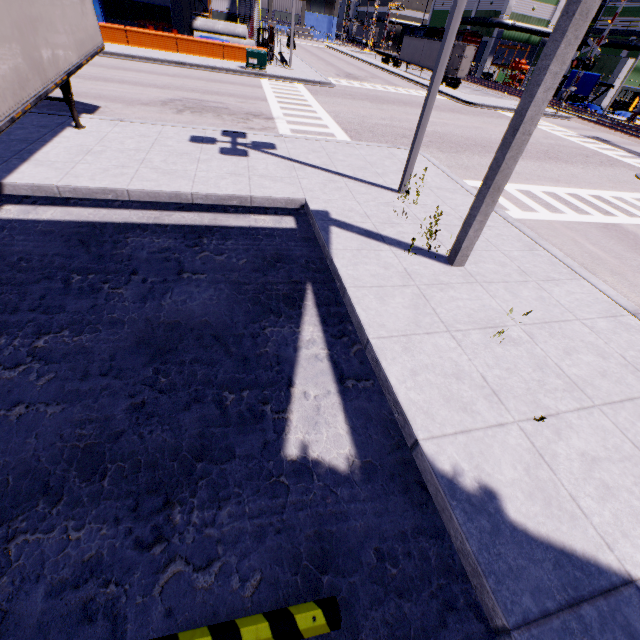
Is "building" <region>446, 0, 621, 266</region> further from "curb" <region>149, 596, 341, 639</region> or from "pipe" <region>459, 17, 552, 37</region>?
"curb" <region>149, 596, 341, 639</region>

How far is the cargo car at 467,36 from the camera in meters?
46.9

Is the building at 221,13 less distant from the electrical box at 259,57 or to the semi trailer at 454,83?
the semi trailer at 454,83

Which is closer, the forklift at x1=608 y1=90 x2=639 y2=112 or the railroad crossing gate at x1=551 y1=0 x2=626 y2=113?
the railroad crossing gate at x1=551 y1=0 x2=626 y2=113

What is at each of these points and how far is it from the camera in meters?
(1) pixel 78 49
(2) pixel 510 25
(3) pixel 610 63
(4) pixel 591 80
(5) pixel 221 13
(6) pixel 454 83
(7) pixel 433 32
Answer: (1) semi trailer, 8.5 m
(2) pipe, 45.9 m
(3) building, 40.2 m
(4) tarp, 34.6 m
(5) building, 45.6 m
(6) semi trailer, 36.2 m
(7) cargo car, 54.2 m

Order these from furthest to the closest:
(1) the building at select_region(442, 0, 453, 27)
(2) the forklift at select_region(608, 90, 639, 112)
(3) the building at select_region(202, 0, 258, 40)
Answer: (1) the building at select_region(442, 0, 453, 27) < (3) the building at select_region(202, 0, 258, 40) < (2) the forklift at select_region(608, 90, 639, 112)

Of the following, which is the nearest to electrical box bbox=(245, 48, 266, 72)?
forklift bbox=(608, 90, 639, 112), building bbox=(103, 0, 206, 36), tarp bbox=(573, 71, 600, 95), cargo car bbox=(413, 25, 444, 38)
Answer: building bbox=(103, 0, 206, 36)

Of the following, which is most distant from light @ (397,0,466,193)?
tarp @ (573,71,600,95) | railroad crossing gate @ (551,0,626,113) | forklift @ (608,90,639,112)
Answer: forklift @ (608,90,639,112)
